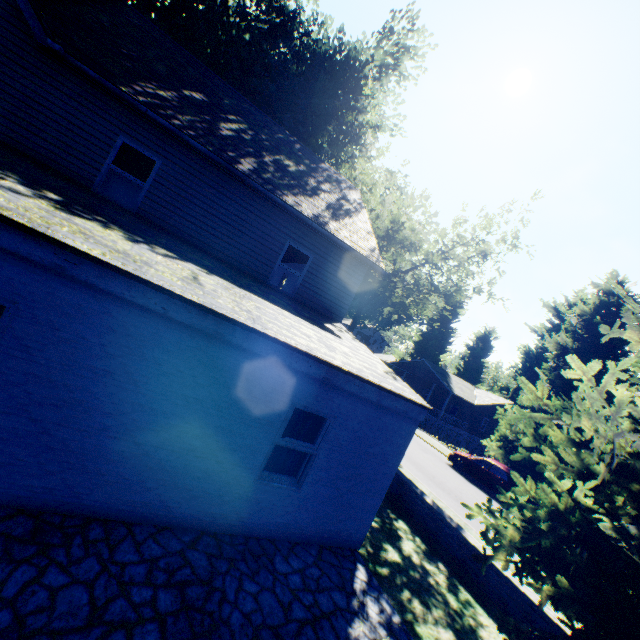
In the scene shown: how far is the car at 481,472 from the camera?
17.7m

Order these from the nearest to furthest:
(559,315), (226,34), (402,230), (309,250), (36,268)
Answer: (36,268)
(309,250)
(226,34)
(402,230)
(559,315)

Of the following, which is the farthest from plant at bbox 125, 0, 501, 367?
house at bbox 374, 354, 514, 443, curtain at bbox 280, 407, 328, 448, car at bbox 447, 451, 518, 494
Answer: curtain at bbox 280, 407, 328, 448

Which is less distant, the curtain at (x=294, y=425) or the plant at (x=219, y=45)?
the curtain at (x=294, y=425)

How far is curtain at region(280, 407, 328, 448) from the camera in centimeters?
604cm
